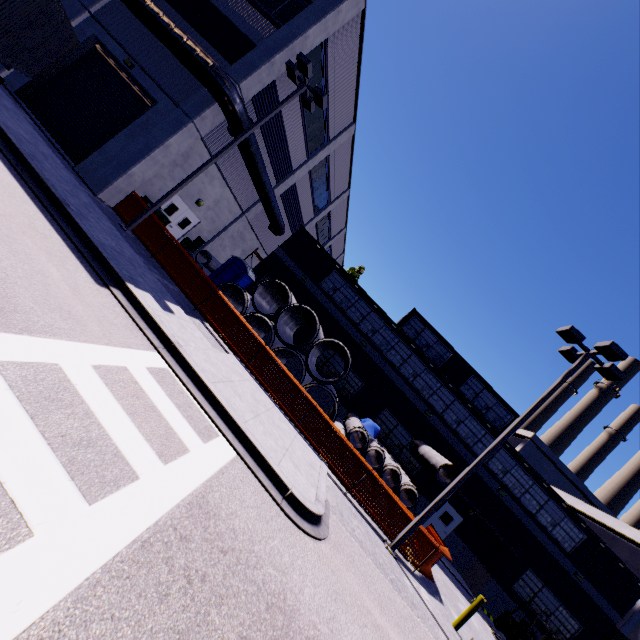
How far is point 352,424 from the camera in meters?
15.9

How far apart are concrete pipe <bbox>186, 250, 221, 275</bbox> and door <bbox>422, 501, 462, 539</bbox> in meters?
21.0 m

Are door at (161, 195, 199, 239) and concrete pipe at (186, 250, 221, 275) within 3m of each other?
yes

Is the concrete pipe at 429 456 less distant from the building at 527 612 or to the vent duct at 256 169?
the building at 527 612

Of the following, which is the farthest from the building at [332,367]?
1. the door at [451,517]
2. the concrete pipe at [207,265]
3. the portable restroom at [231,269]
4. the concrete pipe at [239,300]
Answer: the concrete pipe at [239,300]

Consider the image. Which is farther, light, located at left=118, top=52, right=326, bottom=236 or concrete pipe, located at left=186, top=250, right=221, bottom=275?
concrete pipe, located at left=186, top=250, right=221, bottom=275

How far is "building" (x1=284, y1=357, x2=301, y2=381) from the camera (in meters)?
21.05

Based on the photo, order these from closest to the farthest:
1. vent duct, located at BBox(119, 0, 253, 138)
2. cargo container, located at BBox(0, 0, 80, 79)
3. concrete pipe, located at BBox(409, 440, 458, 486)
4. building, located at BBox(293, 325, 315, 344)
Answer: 1. cargo container, located at BBox(0, 0, 80, 79)
2. vent duct, located at BBox(119, 0, 253, 138)
3. concrete pipe, located at BBox(409, 440, 458, 486)
4. building, located at BBox(293, 325, 315, 344)
